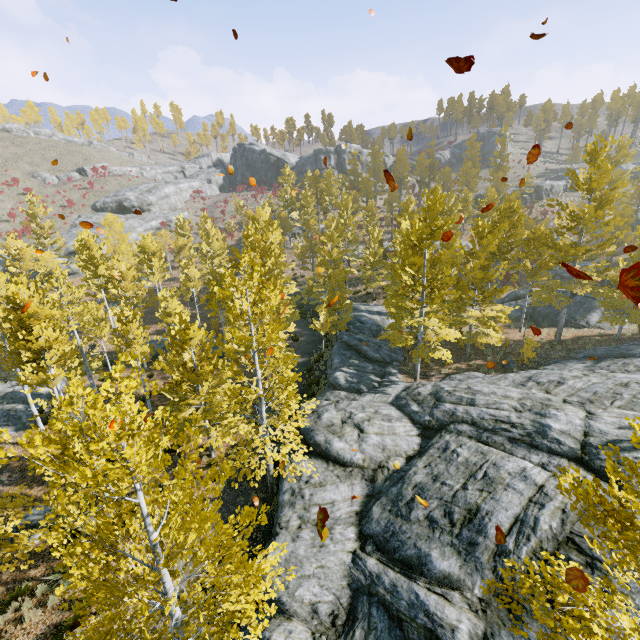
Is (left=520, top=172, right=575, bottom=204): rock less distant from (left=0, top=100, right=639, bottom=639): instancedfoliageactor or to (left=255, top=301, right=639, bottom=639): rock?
(left=0, top=100, right=639, bottom=639): instancedfoliageactor

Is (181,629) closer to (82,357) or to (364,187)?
(82,357)

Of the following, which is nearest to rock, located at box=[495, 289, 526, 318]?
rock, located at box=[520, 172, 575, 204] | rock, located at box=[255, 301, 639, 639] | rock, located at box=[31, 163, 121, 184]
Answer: rock, located at box=[255, 301, 639, 639]

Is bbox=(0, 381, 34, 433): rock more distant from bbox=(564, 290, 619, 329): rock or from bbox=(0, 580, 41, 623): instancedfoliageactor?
bbox=(564, 290, 619, 329): rock

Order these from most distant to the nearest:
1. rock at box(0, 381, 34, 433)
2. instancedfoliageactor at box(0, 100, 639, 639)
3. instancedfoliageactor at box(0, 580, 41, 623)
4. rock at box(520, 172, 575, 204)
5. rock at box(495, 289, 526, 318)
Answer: rock at box(520, 172, 575, 204) < rock at box(495, 289, 526, 318) < rock at box(0, 381, 34, 433) < instancedfoliageactor at box(0, 580, 41, 623) < instancedfoliageactor at box(0, 100, 639, 639)

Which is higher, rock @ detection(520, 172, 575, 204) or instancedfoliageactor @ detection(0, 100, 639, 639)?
rock @ detection(520, 172, 575, 204)

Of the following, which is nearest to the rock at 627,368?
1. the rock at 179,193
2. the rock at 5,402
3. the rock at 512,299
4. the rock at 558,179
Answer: the rock at 512,299

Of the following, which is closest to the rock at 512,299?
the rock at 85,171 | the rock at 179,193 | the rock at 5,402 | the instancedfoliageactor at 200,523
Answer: the instancedfoliageactor at 200,523
